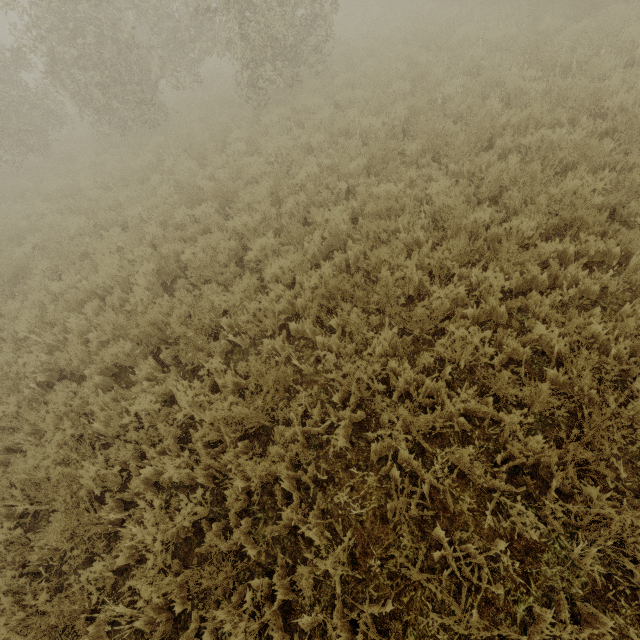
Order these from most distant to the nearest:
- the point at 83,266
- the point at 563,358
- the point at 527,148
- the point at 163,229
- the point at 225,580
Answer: the point at 163,229 < the point at 83,266 < the point at 527,148 < the point at 563,358 < the point at 225,580
